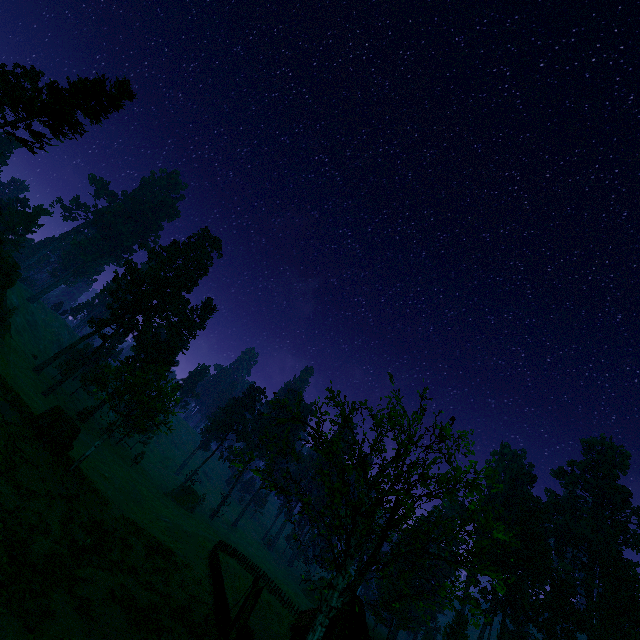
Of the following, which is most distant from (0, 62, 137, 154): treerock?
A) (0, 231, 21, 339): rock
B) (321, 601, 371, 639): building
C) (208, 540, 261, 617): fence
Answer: (0, 231, 21, 339): rock

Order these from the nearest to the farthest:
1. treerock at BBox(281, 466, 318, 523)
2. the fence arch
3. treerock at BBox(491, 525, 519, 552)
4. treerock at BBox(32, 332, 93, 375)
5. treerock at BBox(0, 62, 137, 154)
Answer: treerock at BBox(491, 525, 519, 552) → treerock at BBox(281, 466, 318, 523) → the fence arch → treerock at BBox(0, 62, 137, 154) → treerock at BBox(32, 332, 93, 375)

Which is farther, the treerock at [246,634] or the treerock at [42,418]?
the treerock at [42,418]

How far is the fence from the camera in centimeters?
2477cm

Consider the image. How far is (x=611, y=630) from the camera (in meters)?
45.06

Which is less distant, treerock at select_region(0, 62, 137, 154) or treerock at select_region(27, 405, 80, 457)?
treerock at select_region(27, 405, 80, 457)

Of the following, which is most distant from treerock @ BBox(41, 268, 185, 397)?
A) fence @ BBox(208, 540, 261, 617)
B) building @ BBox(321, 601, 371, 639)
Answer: fence @ BBox(208, 540, 261, 617)

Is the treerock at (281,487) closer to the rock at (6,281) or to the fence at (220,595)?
the fence at (220,595)
